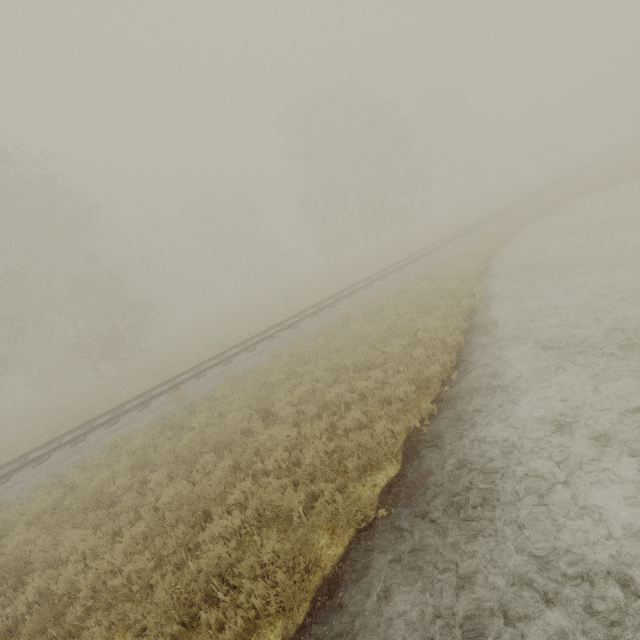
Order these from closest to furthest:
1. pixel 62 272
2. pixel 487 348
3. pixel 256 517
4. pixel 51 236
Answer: pixel 256 517
pixel 487 348
pixel 51 236
pixel 62 272
